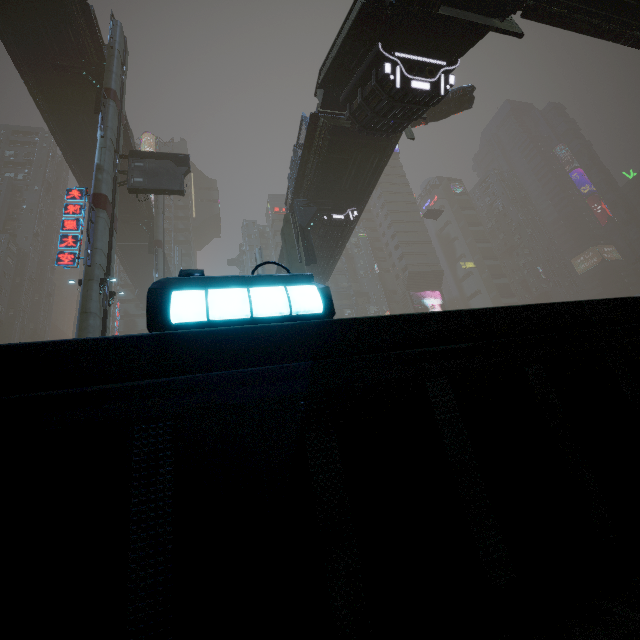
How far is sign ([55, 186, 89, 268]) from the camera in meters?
16.0

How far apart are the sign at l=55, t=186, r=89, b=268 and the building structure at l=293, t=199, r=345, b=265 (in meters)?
11.88

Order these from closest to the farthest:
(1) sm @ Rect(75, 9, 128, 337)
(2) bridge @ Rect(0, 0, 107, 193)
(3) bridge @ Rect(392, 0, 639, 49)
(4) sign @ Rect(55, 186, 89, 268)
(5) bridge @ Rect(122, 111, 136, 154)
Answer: (3) bridge @ Rect(392, 0, 639, 49) < (1) sm @ Rect(75, 9, 128, 337) < (4) sign @ Rect(55, 186, 89, 268) < (2) bridge @ Rect(0, 0, 107, 193) < (5) bridge @ Rect(122, 111, 136, 154)

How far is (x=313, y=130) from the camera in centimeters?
1825cm

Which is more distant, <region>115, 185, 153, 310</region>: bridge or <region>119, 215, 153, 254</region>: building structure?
<region>119, 215, 153, 254</region>: building structure

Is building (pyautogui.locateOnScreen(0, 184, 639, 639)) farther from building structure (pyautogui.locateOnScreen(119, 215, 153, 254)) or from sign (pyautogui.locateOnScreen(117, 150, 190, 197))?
sign (pyautogui.locateOnScreen(117, 150, 190, 197))

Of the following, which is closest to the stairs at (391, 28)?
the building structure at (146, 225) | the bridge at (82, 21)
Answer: the bridge at (82, 21)

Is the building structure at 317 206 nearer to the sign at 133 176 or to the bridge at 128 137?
the sign at 133 176
